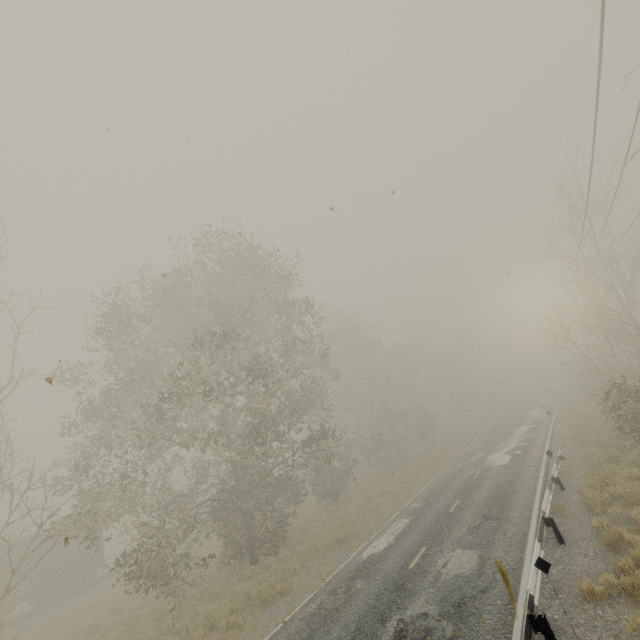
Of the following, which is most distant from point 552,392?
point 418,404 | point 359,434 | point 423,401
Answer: point 359,434

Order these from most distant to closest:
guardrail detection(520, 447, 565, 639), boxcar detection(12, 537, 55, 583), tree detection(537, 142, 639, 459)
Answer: boxcar detection(12, 537, 55, 583) → tree detection(537, 142, 639, 459) → guardrail detection(520, 447, 565, 639)

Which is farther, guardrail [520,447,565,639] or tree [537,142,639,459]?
tree [537,142,639,459]

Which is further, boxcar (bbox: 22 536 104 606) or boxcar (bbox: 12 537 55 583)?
boxcar (bbox: 22 536 104 606)

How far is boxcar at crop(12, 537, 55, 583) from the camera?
21.55m

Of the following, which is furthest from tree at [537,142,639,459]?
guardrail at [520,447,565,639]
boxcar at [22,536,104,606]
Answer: boxcar at [22,536,104,606]

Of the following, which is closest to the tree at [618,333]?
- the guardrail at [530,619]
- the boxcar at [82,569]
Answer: the guardrail at [530,619]
